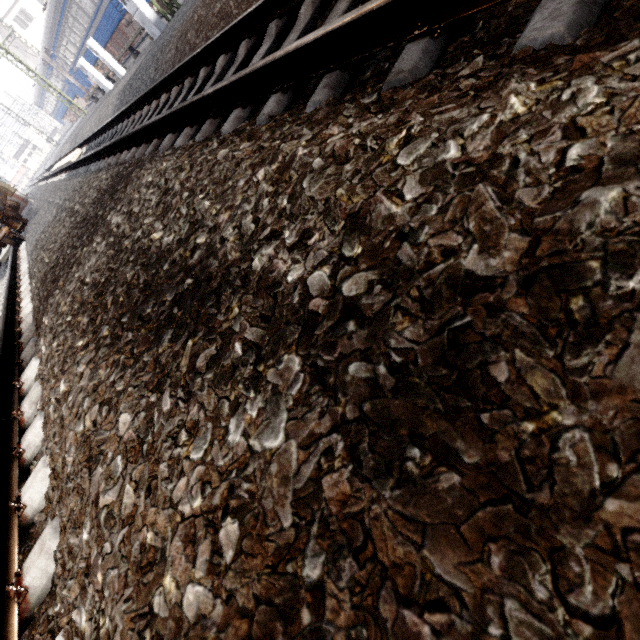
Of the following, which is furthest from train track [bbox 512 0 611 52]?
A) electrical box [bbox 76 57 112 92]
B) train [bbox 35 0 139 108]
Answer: train [bbox 35 0 139 108]

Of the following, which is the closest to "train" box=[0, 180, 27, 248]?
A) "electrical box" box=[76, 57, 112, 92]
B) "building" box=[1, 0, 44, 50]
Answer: "electrical box" box=[76, 57, 112, 92]

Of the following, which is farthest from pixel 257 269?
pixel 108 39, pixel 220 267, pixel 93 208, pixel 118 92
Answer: pixel 108 39

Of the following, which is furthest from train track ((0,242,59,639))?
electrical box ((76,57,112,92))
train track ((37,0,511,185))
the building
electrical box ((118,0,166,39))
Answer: the building

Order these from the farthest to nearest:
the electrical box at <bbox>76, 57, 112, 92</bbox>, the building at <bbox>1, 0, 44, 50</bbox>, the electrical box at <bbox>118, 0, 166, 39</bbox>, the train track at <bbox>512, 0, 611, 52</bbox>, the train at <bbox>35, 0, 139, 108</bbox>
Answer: the building at <bbox>1, 0, 44, 50</bbox> → the train at <bbox>35, 0, 139, 108</bbox> → the electrical box at <bbox>76, 57, 112, 92</bbox> → the electrical box at <bbox>118, 0, 166, 39</bbox> → the train track at <bbox>512, 0, 611, 52</bbox>

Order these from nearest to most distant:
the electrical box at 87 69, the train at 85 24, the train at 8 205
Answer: the train at 8 205 → the electrical box at 87 69 → the train at 85 24

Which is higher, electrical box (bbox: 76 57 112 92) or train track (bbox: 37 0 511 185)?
electrical box (bbox: 76 57 112 92)

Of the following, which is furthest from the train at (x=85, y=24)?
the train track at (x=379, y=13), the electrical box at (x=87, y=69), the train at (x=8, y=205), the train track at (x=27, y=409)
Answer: the train track at (x=27, y=409)
